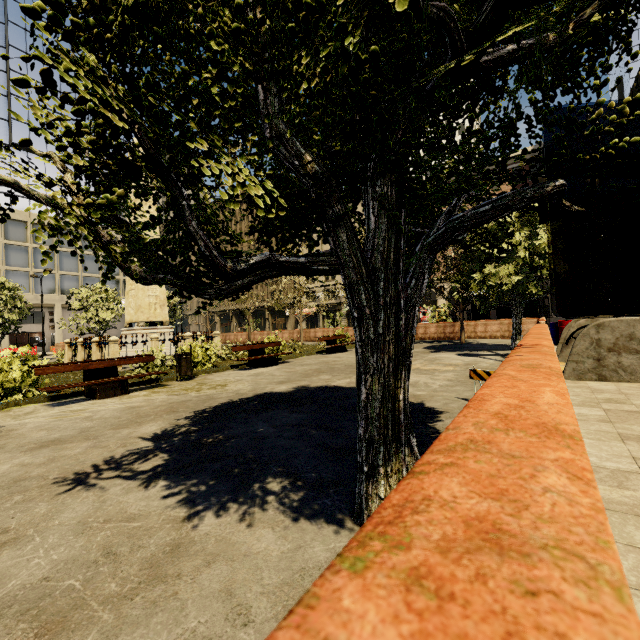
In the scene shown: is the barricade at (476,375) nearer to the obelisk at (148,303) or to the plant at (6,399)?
the plant at (6,399)

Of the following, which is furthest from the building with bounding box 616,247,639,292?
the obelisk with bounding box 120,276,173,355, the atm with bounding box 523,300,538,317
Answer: the obelisk with bounding box 120,276,173,355

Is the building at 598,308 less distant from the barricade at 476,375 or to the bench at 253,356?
the bench at 253,356

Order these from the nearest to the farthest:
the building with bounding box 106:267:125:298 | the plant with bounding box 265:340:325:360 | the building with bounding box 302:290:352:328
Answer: the plant with bounding box 265:340:325:360
the building with bounding box 106:267:125:298
the building with bounding box 302:290:352:328

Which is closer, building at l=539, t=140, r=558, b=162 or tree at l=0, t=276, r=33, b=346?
tree at l=0, t=276, r=33, b=346

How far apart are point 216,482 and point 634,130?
46.6 meters

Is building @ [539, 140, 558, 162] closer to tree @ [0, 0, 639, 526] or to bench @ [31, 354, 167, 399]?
tree @ [0, 0, 639, 526]

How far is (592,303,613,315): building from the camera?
32.3m
